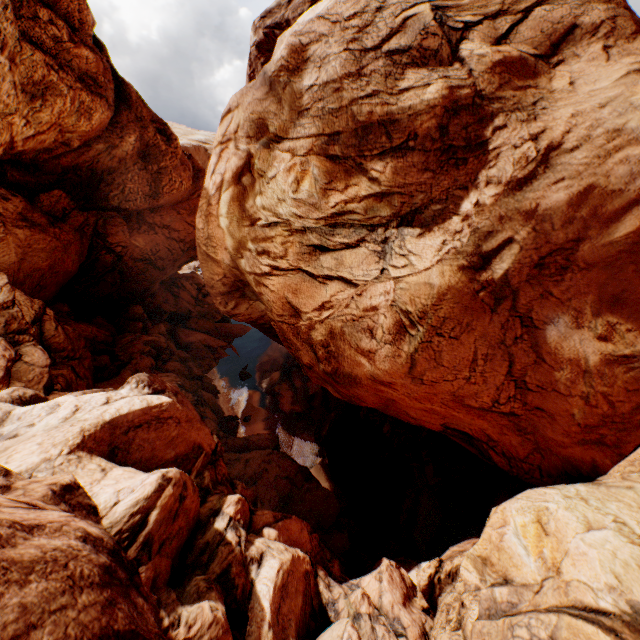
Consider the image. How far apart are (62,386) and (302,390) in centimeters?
2204cm
